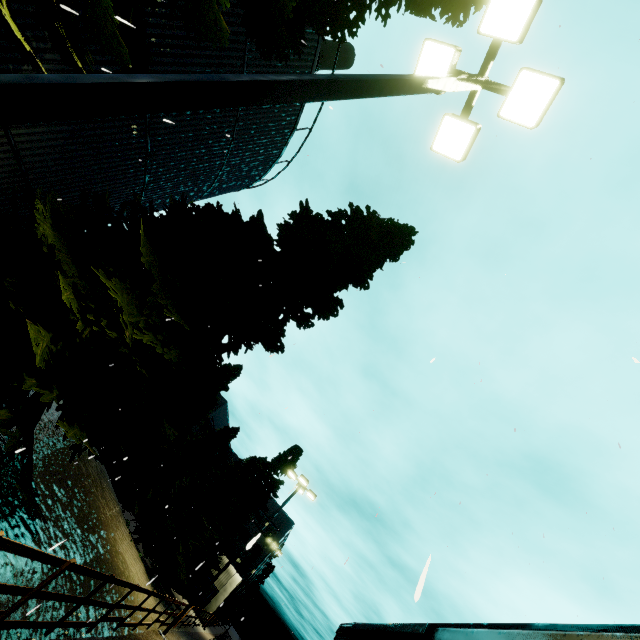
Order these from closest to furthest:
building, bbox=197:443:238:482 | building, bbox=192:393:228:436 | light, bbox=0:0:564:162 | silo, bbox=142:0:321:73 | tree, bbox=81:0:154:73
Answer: light, bbox=0:0:564:162
tree, bbox=81:0:154:73
silo, bbox=142:0:321:73
building, bbox=192:393:228:436
building, bbox=197:443:238:482

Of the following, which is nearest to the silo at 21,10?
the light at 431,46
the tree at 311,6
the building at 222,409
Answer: the tree at 311,6

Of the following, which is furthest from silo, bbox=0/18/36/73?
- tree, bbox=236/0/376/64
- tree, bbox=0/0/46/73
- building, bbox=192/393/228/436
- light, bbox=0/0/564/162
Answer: building, bbox=192/393/228/436

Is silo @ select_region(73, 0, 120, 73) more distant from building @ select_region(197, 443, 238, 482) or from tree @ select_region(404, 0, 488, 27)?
building @ select_region(197, 443, 238, 482)

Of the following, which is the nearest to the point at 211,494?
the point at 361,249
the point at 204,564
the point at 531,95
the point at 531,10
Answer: the point at 204,564

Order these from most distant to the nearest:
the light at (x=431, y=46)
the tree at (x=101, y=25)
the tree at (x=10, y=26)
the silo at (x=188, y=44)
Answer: the silo at (x=188, y=44)
the tree at (x=101, y=25)
the tree at (x=10, y=26)
the light at (x=431, y=46)

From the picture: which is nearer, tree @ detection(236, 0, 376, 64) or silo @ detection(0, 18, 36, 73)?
tree @ detection(236, 0, 376, 64)

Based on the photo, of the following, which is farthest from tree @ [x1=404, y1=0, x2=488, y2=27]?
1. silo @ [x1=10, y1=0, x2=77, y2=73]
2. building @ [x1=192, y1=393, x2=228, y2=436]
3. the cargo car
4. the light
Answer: building @ [x1=192, y1=393, x2=228, y2=436]
